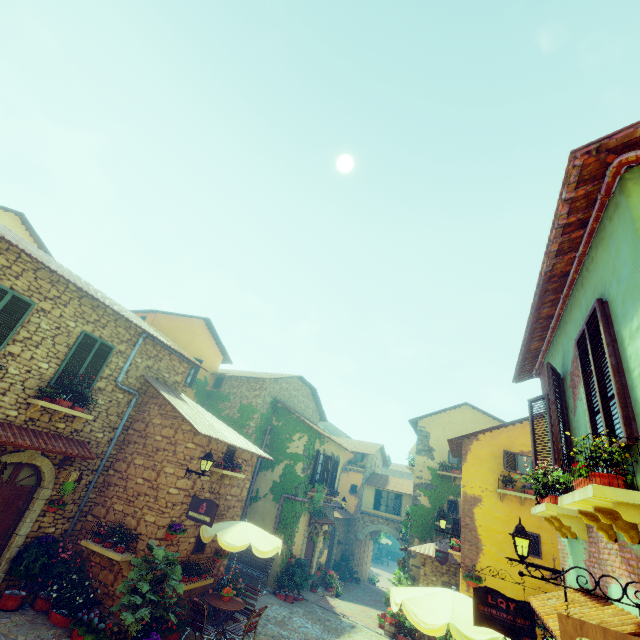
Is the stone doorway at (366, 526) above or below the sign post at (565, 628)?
below

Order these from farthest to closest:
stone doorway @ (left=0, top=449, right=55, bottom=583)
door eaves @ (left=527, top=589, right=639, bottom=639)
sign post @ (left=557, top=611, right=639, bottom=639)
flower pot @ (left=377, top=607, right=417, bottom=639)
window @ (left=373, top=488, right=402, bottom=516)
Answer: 1. window @ (left=373, top=488, right=402, bottom=516)
2. flower pot @ (left=377, top=607, right=417, bottom=639)
3. stone doorway @ (left=0, top=449, right=55, bottom=583)
4. door eaves @ (left=527, top=589, right=639, bottom=639)
5. sign post @ (left=557, top=611, right=639, bottom=639)

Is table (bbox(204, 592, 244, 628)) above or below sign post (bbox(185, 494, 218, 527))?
below

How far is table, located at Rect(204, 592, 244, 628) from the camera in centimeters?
887cm

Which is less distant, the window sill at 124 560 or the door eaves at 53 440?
the door eaves at 53 440

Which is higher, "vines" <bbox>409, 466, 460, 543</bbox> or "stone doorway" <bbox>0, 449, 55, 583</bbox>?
"vines" <bbox>409, 466, 460, 543</bbox>

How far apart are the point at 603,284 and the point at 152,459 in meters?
11.5

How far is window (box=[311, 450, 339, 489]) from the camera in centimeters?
1716cm
